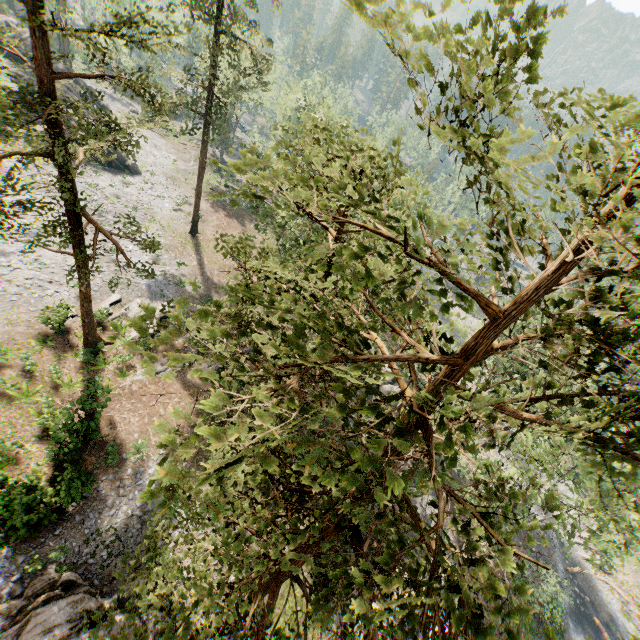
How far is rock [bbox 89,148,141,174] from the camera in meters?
37.3 m

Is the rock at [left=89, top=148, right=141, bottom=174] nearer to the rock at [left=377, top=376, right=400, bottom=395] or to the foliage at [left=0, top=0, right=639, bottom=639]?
the foliage at [left=0, top=0, right=639, bottom=639]

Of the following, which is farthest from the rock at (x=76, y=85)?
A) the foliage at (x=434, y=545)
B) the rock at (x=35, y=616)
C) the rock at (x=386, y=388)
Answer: the rock at (x=386, y=388)

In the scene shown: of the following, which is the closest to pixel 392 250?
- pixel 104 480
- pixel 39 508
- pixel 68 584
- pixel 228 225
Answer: pixel 39 508

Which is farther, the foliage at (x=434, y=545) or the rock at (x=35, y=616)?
the rock at (x=35, y=616)

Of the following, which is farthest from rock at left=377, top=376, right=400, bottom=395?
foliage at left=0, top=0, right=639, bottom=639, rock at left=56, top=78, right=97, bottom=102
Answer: rock at left=56, top=78, right=97, bottom=102

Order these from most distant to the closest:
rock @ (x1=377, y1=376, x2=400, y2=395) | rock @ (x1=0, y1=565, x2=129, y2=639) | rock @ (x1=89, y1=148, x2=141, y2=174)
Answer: rock @ (x1=89, y1=148, x2=141, y2=174)
rock @ (x1=377, y1=376, x2=400, y2=395)
rock @ (x1=0, y1=565, x2=129, y2=639)
